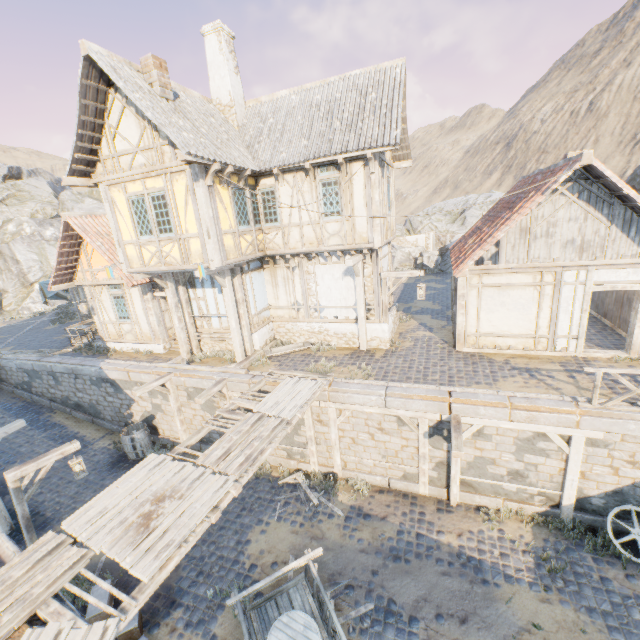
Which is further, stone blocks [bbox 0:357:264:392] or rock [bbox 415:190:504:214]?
rock [bbox 415:190:504:214]

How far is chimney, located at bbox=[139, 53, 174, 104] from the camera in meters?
9.3 m

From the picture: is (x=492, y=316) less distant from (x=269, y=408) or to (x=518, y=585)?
(x=518, y=585)

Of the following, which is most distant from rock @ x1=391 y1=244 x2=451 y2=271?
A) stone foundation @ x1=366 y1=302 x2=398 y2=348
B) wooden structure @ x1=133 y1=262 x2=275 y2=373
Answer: wooden structure @ x1=133 y1=262 x2=275 y2=373

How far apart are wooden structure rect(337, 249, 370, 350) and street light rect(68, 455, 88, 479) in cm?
945

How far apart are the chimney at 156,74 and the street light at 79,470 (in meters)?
10.64

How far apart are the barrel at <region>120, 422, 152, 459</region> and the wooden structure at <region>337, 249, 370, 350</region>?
9.2 meters

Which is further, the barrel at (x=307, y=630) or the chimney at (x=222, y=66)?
the chimney at (x=222, y=66)
